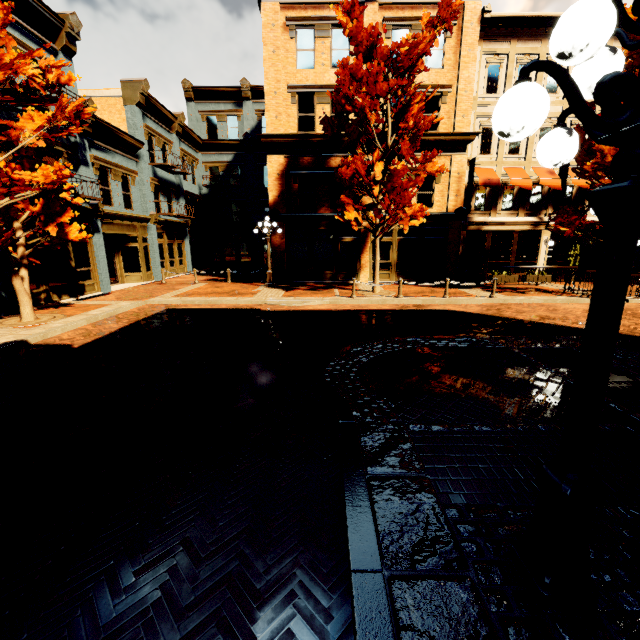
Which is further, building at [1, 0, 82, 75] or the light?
building at [1, 0, 82, 75]

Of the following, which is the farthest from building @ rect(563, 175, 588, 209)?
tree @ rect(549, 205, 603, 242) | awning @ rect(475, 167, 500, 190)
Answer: tree @ rect(549, 205, 603, 242)

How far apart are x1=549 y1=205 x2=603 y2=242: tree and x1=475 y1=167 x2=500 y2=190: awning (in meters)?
4.32

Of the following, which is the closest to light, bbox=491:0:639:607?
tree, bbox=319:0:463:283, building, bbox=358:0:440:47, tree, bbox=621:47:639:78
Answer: tree, bbox=621:47:639:78

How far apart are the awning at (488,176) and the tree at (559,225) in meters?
4.3 m

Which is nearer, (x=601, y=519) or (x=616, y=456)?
(x=601, y=519)

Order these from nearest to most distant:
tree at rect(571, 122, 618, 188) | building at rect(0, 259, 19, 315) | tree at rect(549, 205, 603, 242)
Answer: building at rect(0, 259, 19, 315) < tree at rect(571, 122, 618, 188) < tree at rect(549, 205, 603, 242)

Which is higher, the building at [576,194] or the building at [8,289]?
the building at [576,194]
